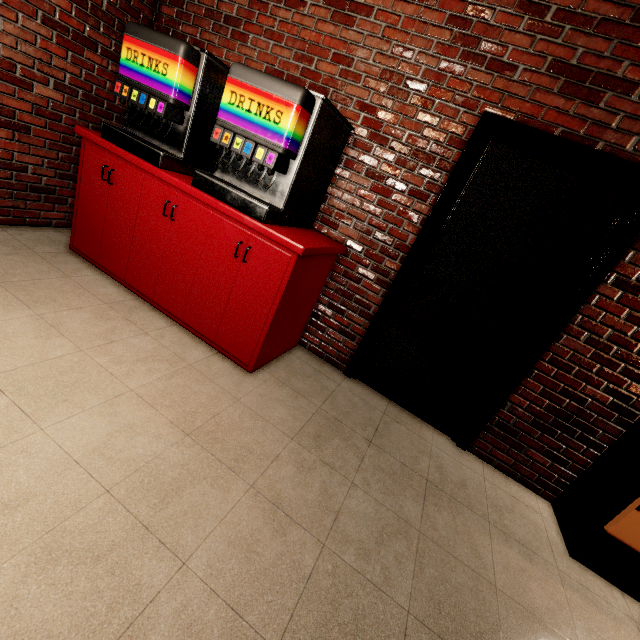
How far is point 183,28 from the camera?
2.8 meters
